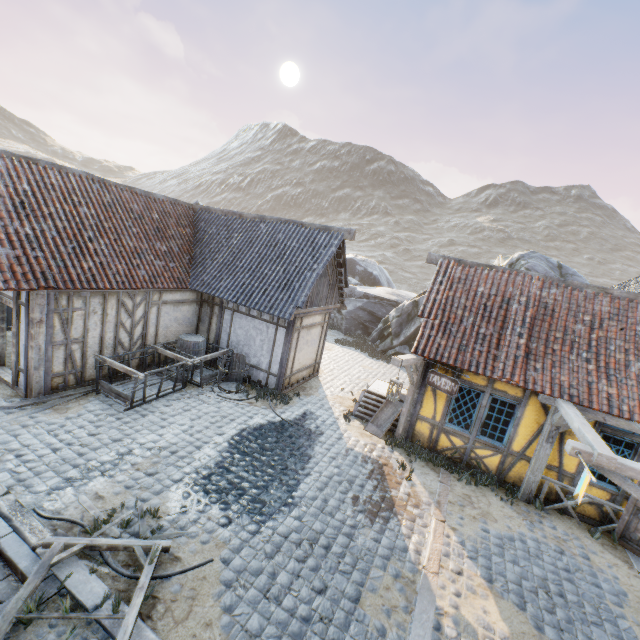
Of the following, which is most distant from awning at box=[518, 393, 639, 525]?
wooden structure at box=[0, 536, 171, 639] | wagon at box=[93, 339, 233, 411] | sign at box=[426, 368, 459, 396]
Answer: wagon at box=[93, 339, 233, 411]

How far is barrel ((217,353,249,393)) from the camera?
10.7 meters

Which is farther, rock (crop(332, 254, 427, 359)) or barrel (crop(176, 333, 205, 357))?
rock (crop(332, 254, 427, 359))

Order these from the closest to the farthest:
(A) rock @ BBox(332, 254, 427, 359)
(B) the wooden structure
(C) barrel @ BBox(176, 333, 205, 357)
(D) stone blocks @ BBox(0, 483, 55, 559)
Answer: (B) the wooden structure, (D) stone blocks @ BBox(0, 483, 55, 559), (C) barrel @ BBox(176, 333, 205, 357), (A) rock @ BBox(332, 254, 427, 359)

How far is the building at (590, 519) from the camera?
7.81m

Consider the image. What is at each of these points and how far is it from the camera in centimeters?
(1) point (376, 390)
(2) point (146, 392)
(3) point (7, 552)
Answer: (1) stairs, 1163cm
(2) wagon, 945cm
(3) stairs, 464cm

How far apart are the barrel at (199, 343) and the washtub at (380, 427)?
6.2 meters

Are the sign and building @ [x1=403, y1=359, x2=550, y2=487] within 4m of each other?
yes
